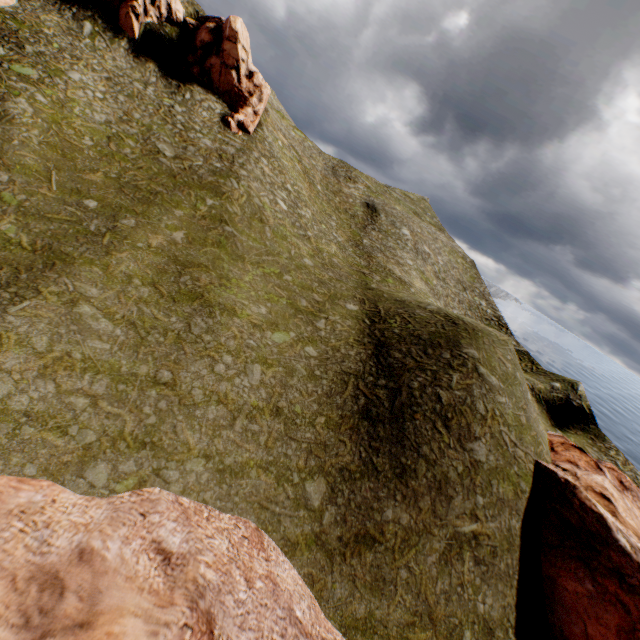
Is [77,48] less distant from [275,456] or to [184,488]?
[184,488]

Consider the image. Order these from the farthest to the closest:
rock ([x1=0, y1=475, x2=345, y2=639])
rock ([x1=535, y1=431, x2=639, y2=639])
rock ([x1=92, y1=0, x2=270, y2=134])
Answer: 1. rock ([x1=92, y1=0, x2=270, y2=134])
2. rock ([x1=535, y1=431, x2=639, y2=639])
3. rock ([x1=0, y1=475, x2=345, y2=639])

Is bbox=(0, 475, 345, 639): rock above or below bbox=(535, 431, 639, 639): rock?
below

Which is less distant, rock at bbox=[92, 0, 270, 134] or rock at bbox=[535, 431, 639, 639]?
rock at bbox=[535, 431, 639, 639]

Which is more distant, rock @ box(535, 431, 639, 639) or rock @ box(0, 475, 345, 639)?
rock @ box(535, 431, 639, 639)

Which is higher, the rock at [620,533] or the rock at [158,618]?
the rock at [620,533]

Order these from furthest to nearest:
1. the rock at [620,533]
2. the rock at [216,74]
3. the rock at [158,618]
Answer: the rock at [216,74]
the rock at [620,533]
the rock at [158,618]
